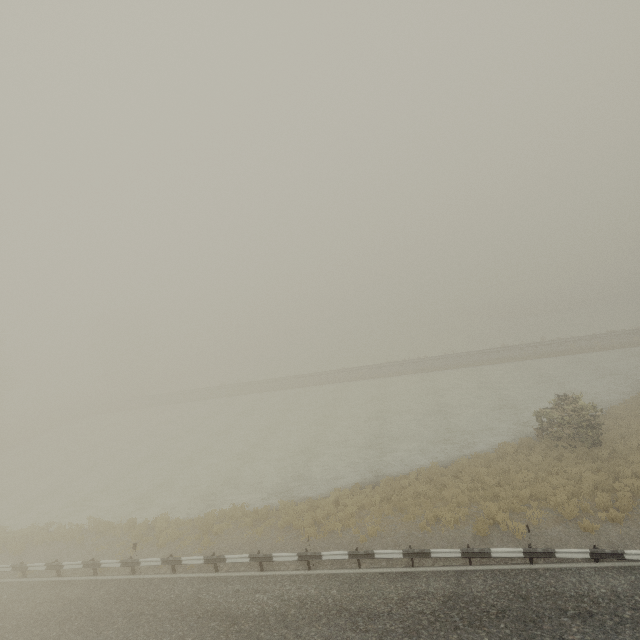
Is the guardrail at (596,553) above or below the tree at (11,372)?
below

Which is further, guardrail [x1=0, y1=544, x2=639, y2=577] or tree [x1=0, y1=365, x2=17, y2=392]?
tree [x1=0, y1=365, x2=17, y2=392]

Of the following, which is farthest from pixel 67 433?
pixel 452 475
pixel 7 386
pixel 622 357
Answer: pixel 622 357

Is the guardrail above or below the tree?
below

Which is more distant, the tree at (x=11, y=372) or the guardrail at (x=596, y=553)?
the tree at (x=11, y=372)
